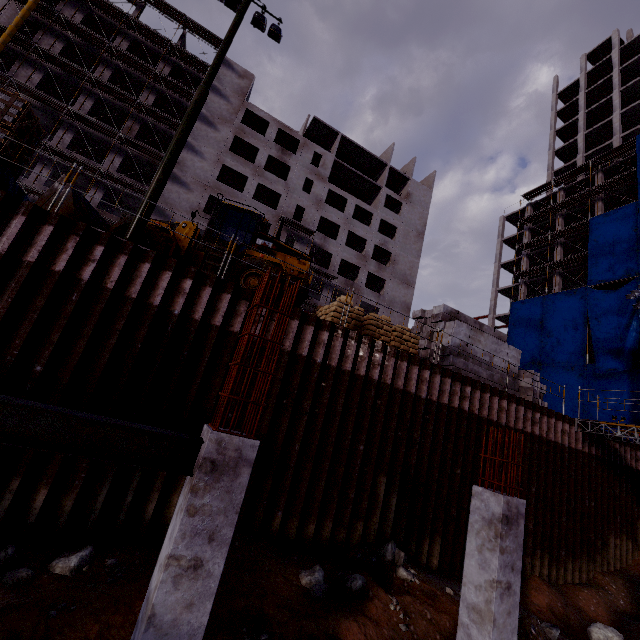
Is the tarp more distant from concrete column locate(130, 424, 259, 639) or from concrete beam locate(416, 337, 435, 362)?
concrete column locate(130, 424, 259, 639)

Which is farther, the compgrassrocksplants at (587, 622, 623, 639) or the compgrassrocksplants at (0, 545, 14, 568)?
the compgrassrocksplants at (587, 622, 623, 639)

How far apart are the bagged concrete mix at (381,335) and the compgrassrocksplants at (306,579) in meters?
6.4

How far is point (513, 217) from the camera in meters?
47.0 m

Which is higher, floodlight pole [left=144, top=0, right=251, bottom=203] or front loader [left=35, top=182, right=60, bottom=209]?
floodlight pole [left=144, top=0, right=251, bottom=203]

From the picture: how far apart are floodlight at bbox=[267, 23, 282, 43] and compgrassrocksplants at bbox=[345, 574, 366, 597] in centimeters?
1705cm

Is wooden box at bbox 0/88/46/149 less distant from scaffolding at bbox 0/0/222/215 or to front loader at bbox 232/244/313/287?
front loader at bbox 232/244/313/287

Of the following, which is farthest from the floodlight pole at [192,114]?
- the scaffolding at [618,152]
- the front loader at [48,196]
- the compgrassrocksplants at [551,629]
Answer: the scaffolding at [618,152]
